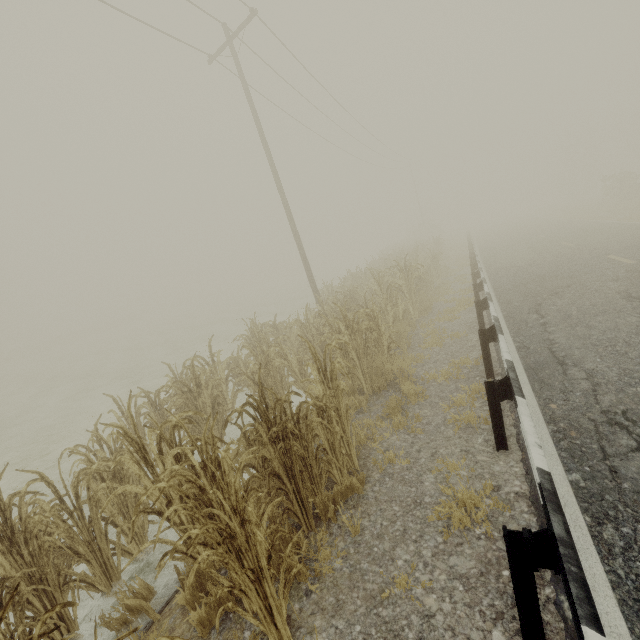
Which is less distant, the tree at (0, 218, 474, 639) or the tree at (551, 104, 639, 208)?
the tree at (0, 218, 474, 639)

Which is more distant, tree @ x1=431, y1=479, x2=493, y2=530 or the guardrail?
tree @ x1=431, y1=479, x2=493, y2=530

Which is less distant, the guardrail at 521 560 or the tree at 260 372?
the guardrail at 521 560

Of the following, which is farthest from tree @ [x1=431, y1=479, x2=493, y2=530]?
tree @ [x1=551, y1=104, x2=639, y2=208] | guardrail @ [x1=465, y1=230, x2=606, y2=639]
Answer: tree @ [x1=551, y1=104, x2=639, y2=208]

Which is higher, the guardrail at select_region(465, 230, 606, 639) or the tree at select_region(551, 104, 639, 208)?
the tree at select_region(551, 104, 639, 208)

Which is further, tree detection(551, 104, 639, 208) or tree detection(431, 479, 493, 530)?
tree detection(551, 104, 639, 208)

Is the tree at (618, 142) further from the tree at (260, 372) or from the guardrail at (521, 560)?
the tree at (260, 372)

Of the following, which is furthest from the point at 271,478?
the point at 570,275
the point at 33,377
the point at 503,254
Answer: the point at 33,377
